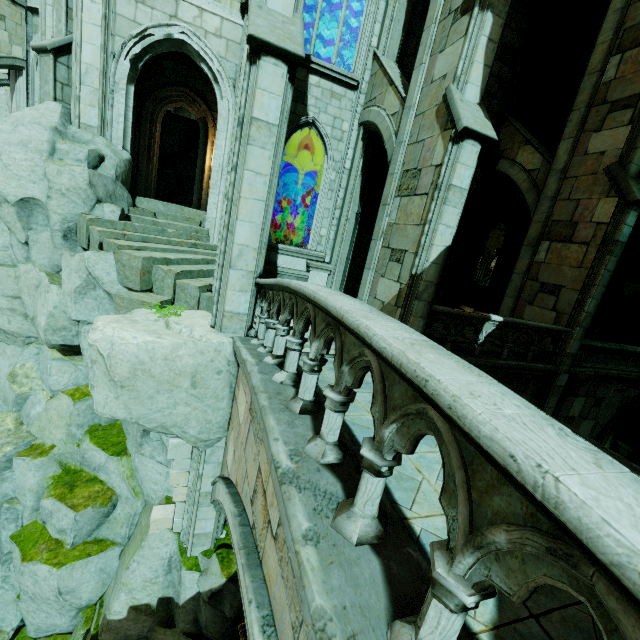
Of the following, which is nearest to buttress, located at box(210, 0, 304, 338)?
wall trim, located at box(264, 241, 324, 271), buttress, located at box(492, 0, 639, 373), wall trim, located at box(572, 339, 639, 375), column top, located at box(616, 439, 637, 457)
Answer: wall trim, located at box(264, 241, 324, 271)

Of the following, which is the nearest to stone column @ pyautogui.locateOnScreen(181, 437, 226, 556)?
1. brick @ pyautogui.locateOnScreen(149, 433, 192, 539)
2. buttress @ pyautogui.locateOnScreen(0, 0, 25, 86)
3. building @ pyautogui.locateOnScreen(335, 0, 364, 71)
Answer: brick @ pyautogui.locateOnScreen(149, 433, 192, 539)

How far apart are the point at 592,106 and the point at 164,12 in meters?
12.8

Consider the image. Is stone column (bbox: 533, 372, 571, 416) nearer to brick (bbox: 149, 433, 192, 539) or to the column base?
the column base

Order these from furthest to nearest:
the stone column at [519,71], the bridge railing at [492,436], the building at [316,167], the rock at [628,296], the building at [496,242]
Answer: the building at [496,242], the building at [316,167], the rock at [628,296], the stone column at [519,71], the bridge railing at [492,436]

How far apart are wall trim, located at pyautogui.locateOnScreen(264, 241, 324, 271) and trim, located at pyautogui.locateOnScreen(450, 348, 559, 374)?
5.3 meters

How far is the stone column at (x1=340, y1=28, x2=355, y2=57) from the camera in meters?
14.2 m

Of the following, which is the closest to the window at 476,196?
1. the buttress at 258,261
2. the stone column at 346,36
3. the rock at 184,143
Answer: the stone column at 346,36
